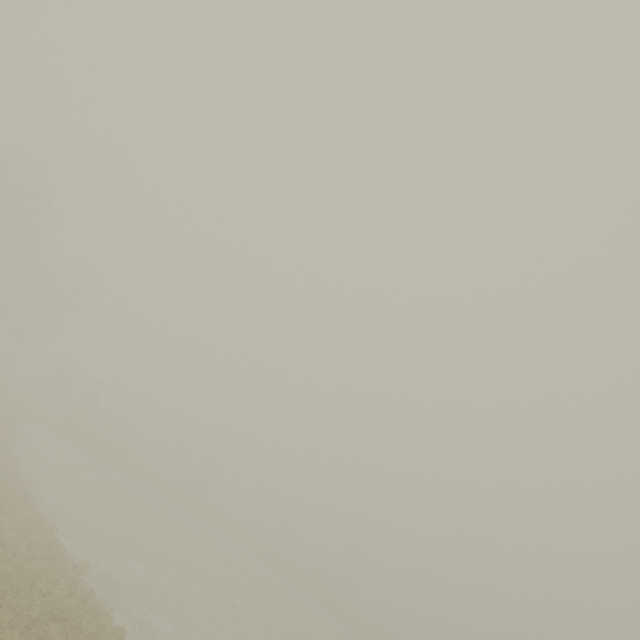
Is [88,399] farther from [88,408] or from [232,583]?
[232,583]
